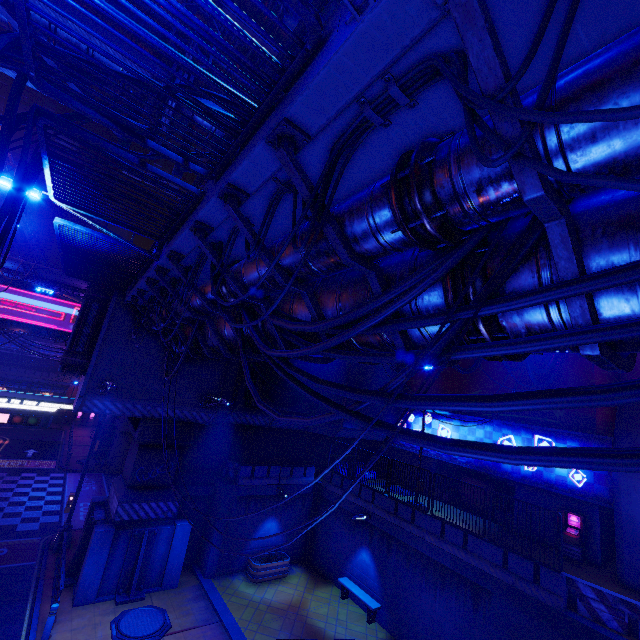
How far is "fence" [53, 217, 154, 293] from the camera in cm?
801

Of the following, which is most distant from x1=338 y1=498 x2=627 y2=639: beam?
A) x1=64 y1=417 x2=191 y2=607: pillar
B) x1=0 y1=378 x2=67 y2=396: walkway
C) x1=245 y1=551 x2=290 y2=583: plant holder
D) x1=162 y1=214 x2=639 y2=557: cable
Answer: x1=0 y1=378 x2=67 y2=396: walkway

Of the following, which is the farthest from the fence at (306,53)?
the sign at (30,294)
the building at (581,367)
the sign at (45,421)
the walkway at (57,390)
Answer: the walkway at (57,390)

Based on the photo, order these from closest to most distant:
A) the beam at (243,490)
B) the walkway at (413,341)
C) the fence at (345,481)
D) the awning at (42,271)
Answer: the walkway at (413,341)
the beam at (243,490)
the fence at (345,481)
the awning at (42,271)

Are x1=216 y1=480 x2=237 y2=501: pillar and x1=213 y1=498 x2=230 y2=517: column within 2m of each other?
yes

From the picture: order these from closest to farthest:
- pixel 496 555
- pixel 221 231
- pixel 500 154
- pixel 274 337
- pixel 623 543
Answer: pixel 500 154 < pixel 221 231 < pixel 274 337 < pixel 496 555 < pixel 623 543

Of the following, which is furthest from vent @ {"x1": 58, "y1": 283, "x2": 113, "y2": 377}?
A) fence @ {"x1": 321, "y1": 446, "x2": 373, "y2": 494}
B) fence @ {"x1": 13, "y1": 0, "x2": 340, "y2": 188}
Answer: fence @ {"x1": 321, "y1": 446, "x2": 373, "y2": 494}

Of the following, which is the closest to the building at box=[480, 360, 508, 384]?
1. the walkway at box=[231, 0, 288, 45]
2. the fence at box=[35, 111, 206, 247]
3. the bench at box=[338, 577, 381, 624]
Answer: the walkway at box=[231, 0, 288, 45]
